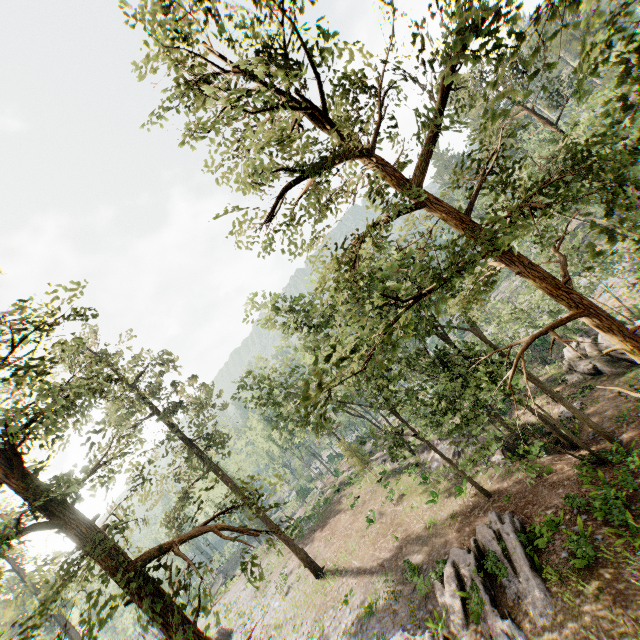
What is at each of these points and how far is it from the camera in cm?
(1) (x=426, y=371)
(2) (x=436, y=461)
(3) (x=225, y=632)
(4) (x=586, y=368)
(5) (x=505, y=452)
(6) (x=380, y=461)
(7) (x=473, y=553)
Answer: (1) foliage, 2180
(2) ground embankment, 2977
(3) rock, 3008
(4) rock, 2467
(5) ground embankment, 2317
(6) ground embankment, 3878
(7) foliage, 1616

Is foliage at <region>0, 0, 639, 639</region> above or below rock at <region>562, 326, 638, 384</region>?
above

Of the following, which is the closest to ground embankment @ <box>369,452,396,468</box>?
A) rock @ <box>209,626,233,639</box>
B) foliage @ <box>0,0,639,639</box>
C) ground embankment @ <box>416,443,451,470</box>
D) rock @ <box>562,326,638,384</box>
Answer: foliage @ <box>0,0,639,639</box>

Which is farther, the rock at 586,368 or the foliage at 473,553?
the rock at 586,368

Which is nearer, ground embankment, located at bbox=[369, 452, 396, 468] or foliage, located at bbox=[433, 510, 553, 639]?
foliage, located at bbox=[433, 510, 553, 639]

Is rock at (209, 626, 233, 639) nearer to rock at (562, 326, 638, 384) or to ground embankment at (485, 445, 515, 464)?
ground embankment at (485, 445, 515, 464)

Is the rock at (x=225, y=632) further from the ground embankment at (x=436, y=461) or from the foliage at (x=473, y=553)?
the ground embankment at (x=436, y=461)

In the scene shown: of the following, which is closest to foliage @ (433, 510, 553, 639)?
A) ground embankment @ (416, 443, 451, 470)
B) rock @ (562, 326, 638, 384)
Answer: ground embankment @ (416, 443, 451, 470)
